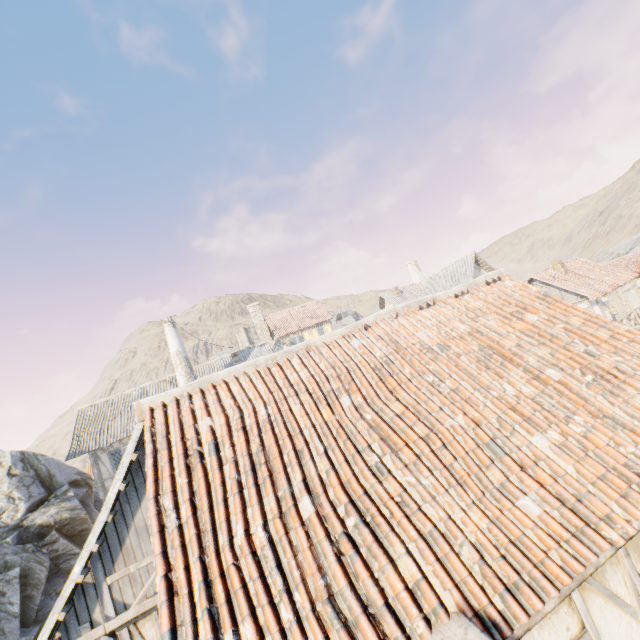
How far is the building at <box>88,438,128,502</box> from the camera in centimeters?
1891cm

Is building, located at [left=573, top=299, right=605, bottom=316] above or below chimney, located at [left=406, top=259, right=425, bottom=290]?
below

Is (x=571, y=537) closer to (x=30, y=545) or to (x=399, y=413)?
(x=399, y=413)

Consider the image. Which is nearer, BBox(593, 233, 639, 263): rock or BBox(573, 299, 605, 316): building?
BBox(573, 299, 605, 316): building

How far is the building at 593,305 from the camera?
21.3m

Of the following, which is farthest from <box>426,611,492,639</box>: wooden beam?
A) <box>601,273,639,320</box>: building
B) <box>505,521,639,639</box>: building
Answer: <box>601,273,639,320</box>: building

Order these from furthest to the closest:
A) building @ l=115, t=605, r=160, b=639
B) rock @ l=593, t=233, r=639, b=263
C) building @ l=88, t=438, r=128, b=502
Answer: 1. rock @ l=593, t=233, r=639, b=263
2. building @ l=88, t=438, r=128, b=502
3. building @ l=115, t=605, r=160, b=639

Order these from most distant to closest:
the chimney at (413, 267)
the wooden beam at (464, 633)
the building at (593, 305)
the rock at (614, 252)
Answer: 1. the rock at (614, 252)
2. the chimney at (413, 267)
3. the building at (593, 305)
4. the wooden beam at (464, 633)
